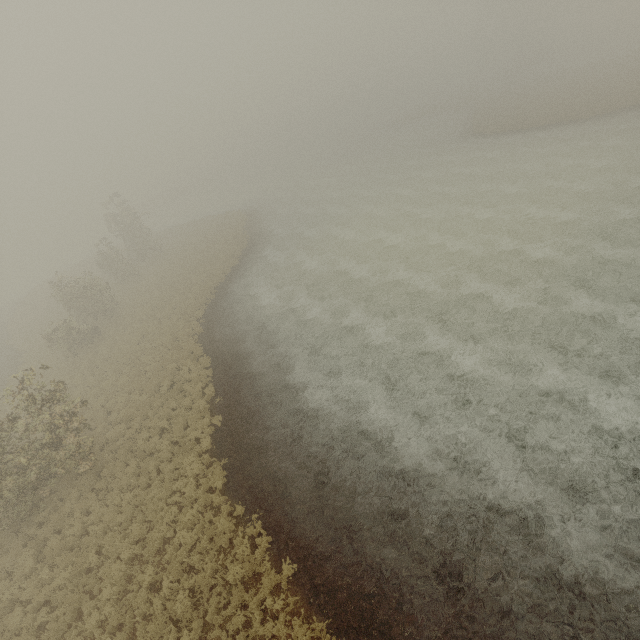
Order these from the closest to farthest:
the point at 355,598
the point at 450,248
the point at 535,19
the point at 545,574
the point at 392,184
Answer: the point at 545,574 → the point at 355,598 → the point at 450,248 → the point at 392,184 → the point at 535,19
